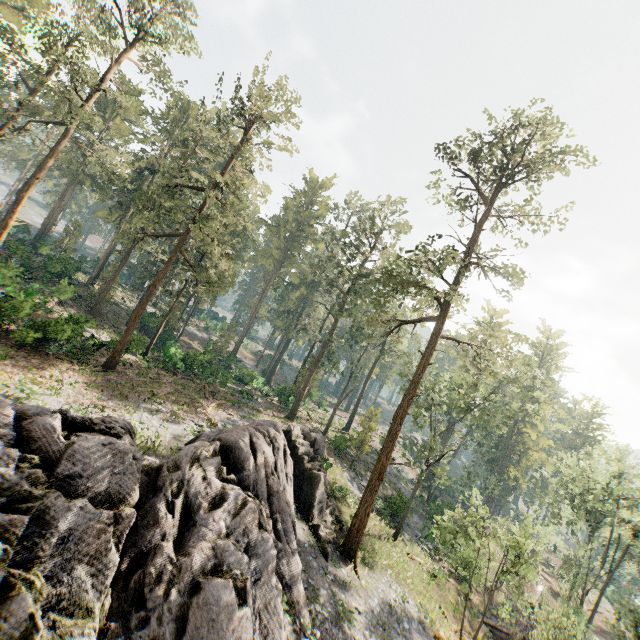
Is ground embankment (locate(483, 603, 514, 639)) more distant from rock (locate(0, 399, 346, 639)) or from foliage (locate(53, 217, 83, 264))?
rock (locate(0, 399, 346, 639))

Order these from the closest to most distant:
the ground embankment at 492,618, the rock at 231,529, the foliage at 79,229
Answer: the rock at 231,529, the ground embankment at 492,618, the foliage at 79,229

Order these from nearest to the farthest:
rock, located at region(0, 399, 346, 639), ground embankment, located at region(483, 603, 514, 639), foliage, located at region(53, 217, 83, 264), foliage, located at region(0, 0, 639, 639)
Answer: rock, located at region(0, 399, 346, 639), foliage, located at region(0, 0, 639, 639), ground embankment, located at region(483, 603, 514, 639), foliage, located at region(53, 217, 83, 264)

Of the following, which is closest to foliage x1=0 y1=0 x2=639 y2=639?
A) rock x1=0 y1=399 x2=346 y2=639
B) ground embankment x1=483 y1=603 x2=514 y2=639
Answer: rock x1=0 y1=399 x2=346 y2=639

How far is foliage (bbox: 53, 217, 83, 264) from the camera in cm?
4237

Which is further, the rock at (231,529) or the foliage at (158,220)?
the foliage at (158,220)

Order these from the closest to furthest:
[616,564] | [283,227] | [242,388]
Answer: [616,564]
[242,388]
[283,227]
